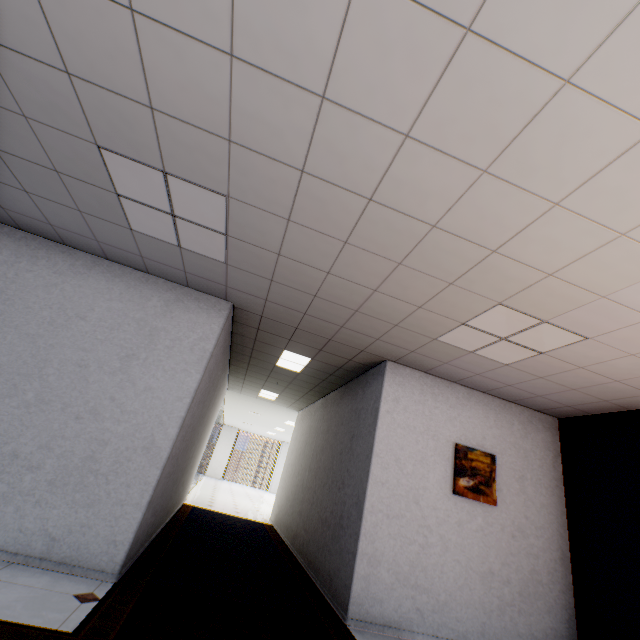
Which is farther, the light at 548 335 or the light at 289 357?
the light at 289 357

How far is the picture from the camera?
4.2m

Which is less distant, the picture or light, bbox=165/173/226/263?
light, bbox=165/173/226/263

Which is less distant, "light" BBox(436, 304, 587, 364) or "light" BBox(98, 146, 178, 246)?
"light" BBox(98, 146, 178, 246)

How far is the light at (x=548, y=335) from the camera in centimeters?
302cm

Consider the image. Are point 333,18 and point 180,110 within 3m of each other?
yes

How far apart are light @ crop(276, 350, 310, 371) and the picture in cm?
250

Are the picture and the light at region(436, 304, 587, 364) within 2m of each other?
yes
